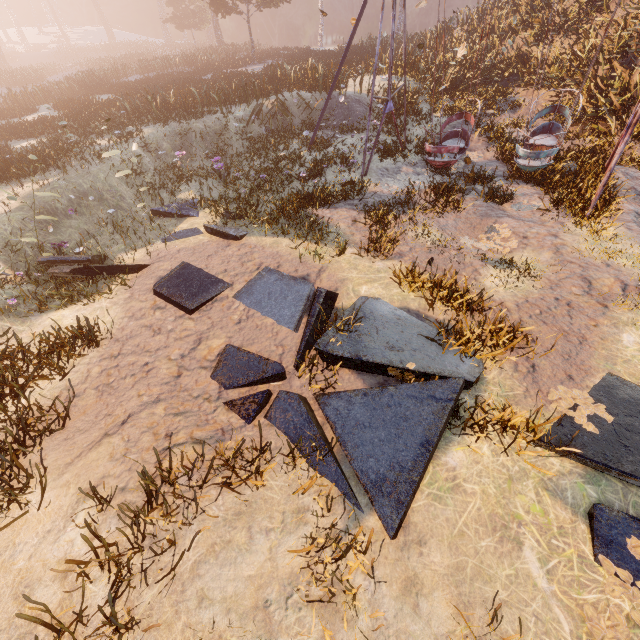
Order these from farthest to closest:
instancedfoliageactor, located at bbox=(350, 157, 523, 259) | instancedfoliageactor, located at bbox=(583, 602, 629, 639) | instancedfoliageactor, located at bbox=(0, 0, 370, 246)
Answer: instancedfoliageactor, located at bbox=(0, 0, 370, 246) → instancedfoliageactor, located at bbox=(350, 157, 523, 259) → instancedfoliageactor, located at bbox=(583, 602, 629, 639)

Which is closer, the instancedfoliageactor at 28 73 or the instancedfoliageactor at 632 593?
the instancedfoliageactor at 632 593

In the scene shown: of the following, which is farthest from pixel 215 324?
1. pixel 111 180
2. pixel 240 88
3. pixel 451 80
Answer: pixel 451 80

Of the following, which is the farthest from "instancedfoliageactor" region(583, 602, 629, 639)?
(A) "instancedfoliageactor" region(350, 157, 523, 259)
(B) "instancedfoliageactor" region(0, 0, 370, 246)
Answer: (B) "instancedfoliageactor" region(0, 0, 370, 246)

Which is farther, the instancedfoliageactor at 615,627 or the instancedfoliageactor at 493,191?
the instancedfoliageactor at 493,191

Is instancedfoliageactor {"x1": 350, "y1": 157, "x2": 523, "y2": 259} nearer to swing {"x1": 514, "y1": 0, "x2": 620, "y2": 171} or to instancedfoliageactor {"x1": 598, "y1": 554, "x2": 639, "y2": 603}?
swing {"x1": 514, "y1": 0, "x2": 620, "y2": 171}

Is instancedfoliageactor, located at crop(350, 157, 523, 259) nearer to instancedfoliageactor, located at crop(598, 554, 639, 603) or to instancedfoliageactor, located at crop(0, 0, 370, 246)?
instancedfoliageactor, located at crop(598, 554, 639, 603)

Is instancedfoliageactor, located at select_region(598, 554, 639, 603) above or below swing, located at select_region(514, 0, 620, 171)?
below
